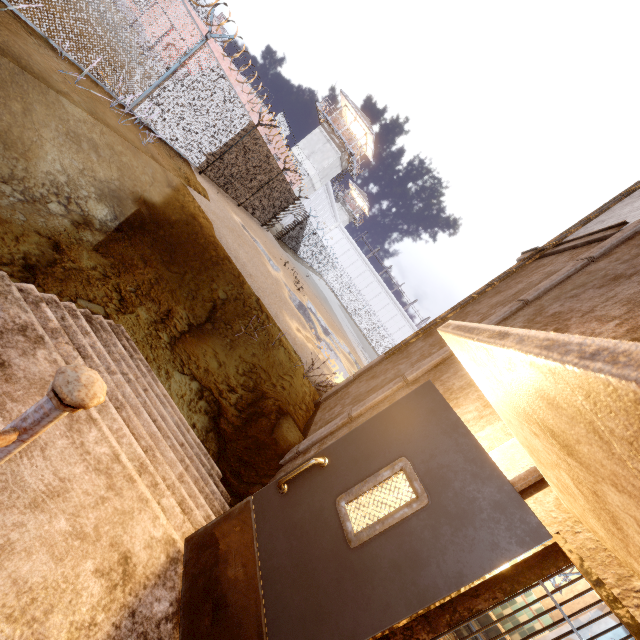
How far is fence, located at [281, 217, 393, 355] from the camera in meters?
26.9 m

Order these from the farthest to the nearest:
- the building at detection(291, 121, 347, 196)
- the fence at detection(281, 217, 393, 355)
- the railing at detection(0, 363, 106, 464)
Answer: the building at detection(291, 121, 347, 196) → the fence at detection(281, 217, 393, 355) → the railing at detection(0, 363, 106, 464)

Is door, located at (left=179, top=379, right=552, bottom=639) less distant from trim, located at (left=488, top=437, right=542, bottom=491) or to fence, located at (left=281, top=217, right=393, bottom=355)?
trim, located at (left=488, top=437, right=542, bottom=491)

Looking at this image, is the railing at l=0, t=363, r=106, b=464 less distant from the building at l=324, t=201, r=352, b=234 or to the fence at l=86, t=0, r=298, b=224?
the fence at l=86, t=0, r=298, b=224

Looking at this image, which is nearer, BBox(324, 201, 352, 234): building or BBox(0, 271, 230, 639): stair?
BBox(0, 271, 230, 639): stair

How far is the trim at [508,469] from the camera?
1.7m

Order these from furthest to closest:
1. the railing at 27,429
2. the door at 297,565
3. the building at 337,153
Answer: the building at 337,153, the door at 297,565, the railing at 27,429

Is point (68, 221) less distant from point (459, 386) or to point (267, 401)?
point (267, 401)
